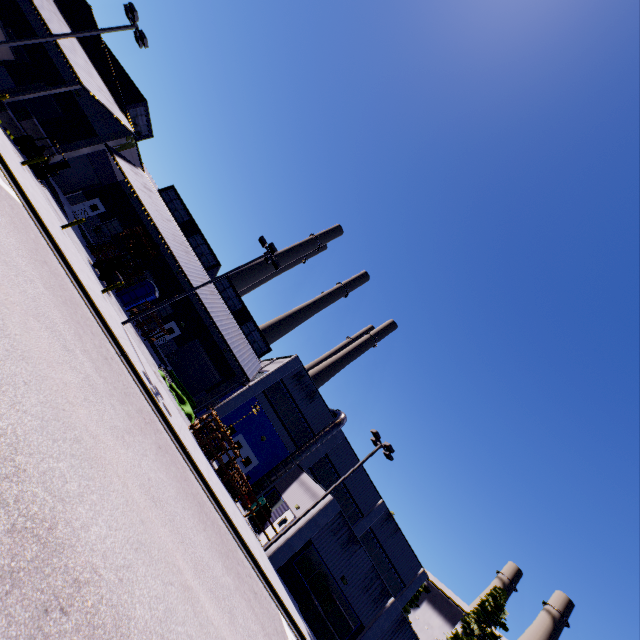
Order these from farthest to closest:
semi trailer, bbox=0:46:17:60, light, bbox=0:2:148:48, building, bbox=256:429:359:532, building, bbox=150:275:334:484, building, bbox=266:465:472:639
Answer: building, bbox=150:275:334:484
semi trailer, bbox=0:46:17:60
building, bbox=256:429:359:532
building, bbox=266:465:472:639
light, bbox=0:2:148:48

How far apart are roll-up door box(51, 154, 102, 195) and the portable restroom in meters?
11.8 m

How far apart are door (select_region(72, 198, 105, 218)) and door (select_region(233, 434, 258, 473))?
25.6 meters

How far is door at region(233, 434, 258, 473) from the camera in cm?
2655

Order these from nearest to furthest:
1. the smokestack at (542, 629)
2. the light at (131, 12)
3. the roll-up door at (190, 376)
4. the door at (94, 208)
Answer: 1. the light at (131, 12)
2. the door at (94, 208)
3. the roll-up door at (190, 376)
4. the smokestack at (542, 629)

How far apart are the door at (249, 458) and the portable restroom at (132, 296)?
13.72m

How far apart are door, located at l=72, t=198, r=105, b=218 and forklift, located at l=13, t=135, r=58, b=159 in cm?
957

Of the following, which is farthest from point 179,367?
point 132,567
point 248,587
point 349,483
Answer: point 132,567
